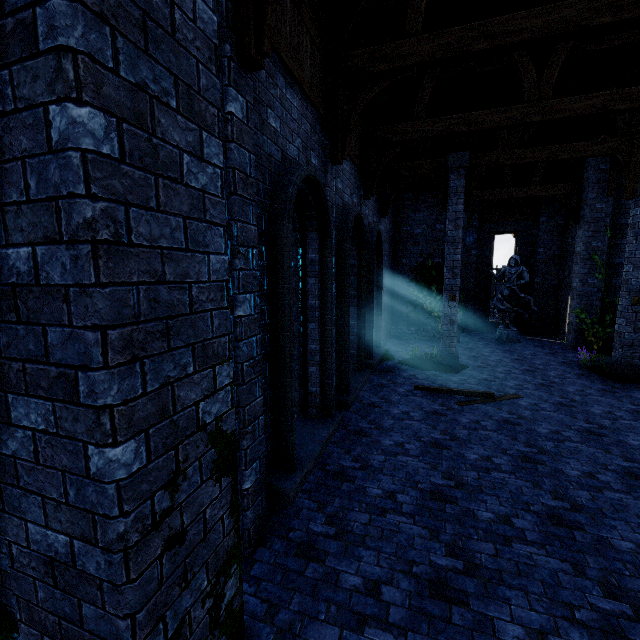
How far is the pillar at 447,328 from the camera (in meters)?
10.30

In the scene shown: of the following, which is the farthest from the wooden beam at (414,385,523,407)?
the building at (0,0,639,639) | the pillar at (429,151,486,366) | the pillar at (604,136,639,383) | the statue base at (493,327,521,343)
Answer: the statue base at (493,327,521,343)

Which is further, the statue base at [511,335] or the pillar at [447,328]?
the statue base at [511,335]

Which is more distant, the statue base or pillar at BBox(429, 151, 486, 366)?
the statue base

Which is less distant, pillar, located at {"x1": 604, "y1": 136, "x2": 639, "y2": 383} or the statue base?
pillar, located at {"x1": 604, "y1": 136, "x2": 639, "y2": 383}

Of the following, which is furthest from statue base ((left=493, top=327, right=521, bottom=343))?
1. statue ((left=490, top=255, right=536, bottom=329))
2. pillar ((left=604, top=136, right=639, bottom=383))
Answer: pillar ((left=604, top=136, right=639, bottom=383))

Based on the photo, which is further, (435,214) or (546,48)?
(435,214)

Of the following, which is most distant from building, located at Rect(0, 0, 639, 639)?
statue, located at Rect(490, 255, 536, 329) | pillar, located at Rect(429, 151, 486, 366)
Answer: statue, located at Rect(490, 255, 536, 329)
